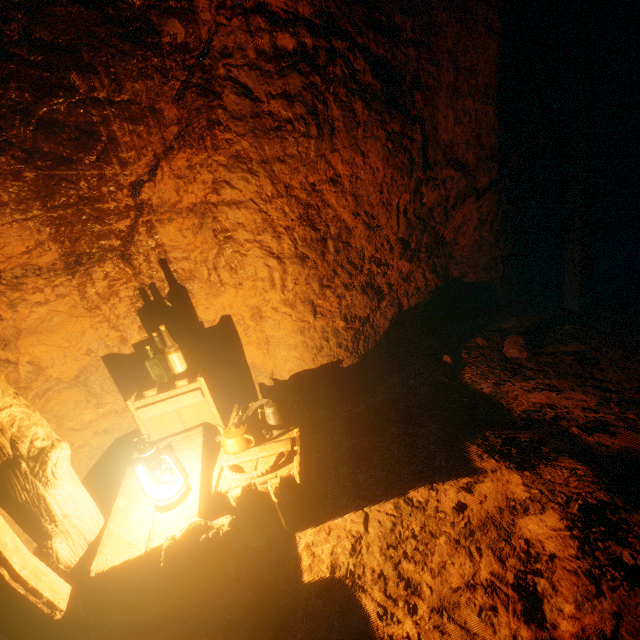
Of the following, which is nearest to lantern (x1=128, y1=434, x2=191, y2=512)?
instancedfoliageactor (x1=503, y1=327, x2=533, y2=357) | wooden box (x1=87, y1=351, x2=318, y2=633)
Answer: wooden box (x1=87, y1=351, x2=318, y2=633)

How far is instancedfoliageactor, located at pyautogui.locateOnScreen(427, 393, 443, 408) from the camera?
3.2m

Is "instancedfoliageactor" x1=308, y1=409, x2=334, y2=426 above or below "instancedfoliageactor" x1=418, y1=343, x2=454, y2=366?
above

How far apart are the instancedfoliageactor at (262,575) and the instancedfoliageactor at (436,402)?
2.0m

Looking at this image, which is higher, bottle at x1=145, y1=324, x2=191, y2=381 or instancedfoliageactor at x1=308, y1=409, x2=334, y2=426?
bottle at x1=145, y1=324, x2=191, y2=381

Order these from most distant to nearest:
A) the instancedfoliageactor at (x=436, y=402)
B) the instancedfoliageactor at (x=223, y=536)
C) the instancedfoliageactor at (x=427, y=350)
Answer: the instancedfoliageactor at (x=427, y=350) < the instancedfoliageactor at (x=436, y=402) < the instancedfoliageactor at (x=223, y=536)

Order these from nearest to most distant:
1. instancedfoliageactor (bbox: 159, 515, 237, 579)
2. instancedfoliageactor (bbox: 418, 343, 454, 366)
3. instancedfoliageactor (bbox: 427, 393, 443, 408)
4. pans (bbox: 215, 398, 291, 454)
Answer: instancedfoliageactor (bbox: 159, 515, 237, 579)
pans (bbox: 215, 398, 291, 454)
instancedfoliageactor (bbox: 427, 393, 443, 408)
instancedfoliageactor (bbox: 418, 343, 454, 366)

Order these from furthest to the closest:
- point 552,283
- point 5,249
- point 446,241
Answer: point 552,283 → point 446,241 → point 5,249
